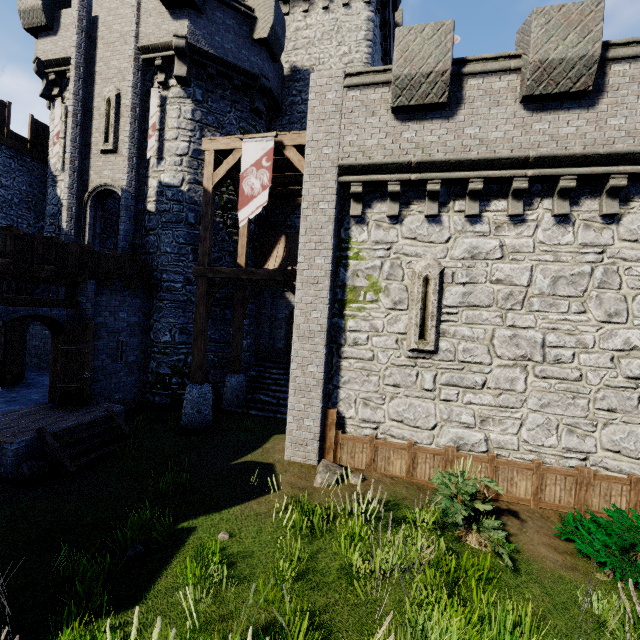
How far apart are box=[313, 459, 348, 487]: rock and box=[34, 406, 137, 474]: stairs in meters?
5.3

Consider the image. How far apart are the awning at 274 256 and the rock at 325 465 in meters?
8.1

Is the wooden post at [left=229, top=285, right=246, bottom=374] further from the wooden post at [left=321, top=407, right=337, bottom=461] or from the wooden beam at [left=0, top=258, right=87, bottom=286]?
the wooden post at [left=321, top=407, right=337, bottom=461]

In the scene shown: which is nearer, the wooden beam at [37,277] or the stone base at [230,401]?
the wooden beam at [37,277]

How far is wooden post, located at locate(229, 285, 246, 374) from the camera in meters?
13.4 m

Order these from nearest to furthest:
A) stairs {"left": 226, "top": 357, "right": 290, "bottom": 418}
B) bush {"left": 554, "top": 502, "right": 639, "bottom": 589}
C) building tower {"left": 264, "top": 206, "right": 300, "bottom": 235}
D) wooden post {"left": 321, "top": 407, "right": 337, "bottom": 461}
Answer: bush {"left": 554, "top": 502, "right": 639, "bottom": 589} → wooden post {"left": 321, "top": 407, "right": 337, "bottom": 461} → stairs {"left": 226, "top": 357, "right": 290, "bottom": 418} → building tower {"left": 264, "top": 206, "right": 300, "bottom": 235}

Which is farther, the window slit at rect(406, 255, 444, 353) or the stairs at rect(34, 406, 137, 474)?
the window slit at rect(406, 255, 444, 353)

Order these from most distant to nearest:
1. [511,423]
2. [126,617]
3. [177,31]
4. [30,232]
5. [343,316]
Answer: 1. [30,232]
2. [177,31]
3. [343,316]
4. [511,423]
5. [126,617]
